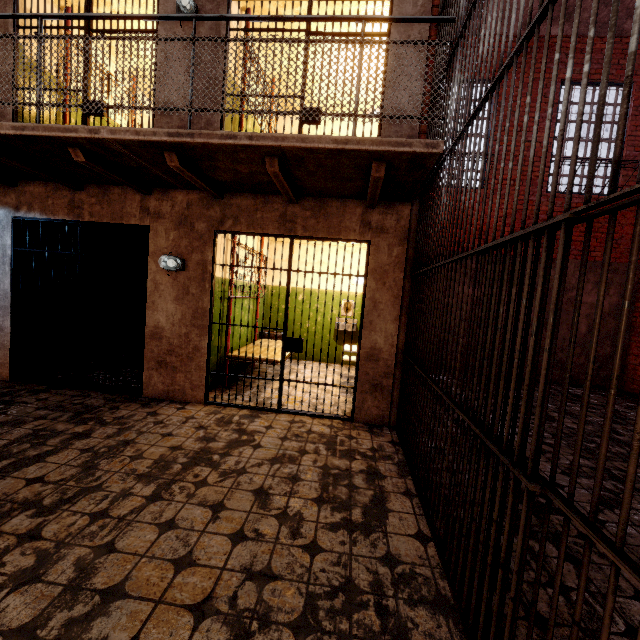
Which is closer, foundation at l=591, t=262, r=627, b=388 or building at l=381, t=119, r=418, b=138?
building at l=381, t=119, r=418, b=138

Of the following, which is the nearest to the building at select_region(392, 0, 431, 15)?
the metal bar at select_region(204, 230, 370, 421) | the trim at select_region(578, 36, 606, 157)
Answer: the metal bar at select_region(204, 230, 370, 421)

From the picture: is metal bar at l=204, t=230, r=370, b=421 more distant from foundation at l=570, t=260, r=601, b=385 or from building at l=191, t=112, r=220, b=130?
foundation at l=570, t=260, r=601, b=385

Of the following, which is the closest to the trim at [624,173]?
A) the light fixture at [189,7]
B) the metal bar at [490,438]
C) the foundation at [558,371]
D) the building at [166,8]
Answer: the foundation at [558,371]

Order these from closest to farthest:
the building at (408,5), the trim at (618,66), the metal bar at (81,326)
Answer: the building at (408,5)
the metal bar at (81,326)
the trim at (618,66)

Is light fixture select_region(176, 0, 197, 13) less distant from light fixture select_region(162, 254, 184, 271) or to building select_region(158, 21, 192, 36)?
building select_region(158, 21, 192, 36)

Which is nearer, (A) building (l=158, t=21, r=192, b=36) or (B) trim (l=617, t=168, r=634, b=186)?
(A) building (l=158, t=21, r=192, b=36)

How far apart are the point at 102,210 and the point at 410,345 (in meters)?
4.50
